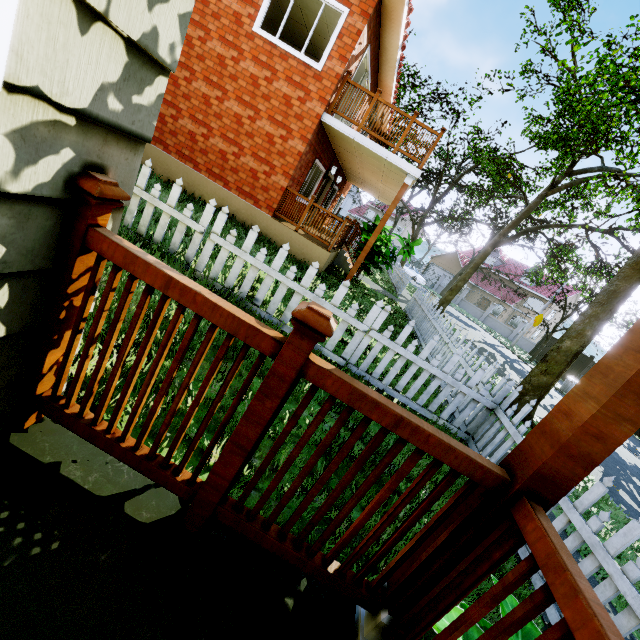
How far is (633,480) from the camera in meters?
9.0 m

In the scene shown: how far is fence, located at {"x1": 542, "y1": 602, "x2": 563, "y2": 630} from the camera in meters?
2.4

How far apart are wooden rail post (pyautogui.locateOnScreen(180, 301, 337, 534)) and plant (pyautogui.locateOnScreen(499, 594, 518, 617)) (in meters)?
0.97

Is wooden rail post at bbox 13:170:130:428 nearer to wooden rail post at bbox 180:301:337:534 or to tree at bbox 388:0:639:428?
wooden rail post at bbox 180:301:337:534

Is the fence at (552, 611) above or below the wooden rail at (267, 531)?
below

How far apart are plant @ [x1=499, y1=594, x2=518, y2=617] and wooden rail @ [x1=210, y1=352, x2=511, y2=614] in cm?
9

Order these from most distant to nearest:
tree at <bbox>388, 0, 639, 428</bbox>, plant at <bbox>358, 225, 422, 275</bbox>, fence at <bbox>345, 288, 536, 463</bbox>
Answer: plant at <bbox>358, 225, 422, 275</bbox>
tree at <bbox>388, 0, 639, 428</bbox>
fence at <bbox>345, 288, 536, 463</bbox>

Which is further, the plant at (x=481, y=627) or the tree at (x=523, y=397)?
the tree at (x=523, y=397)
